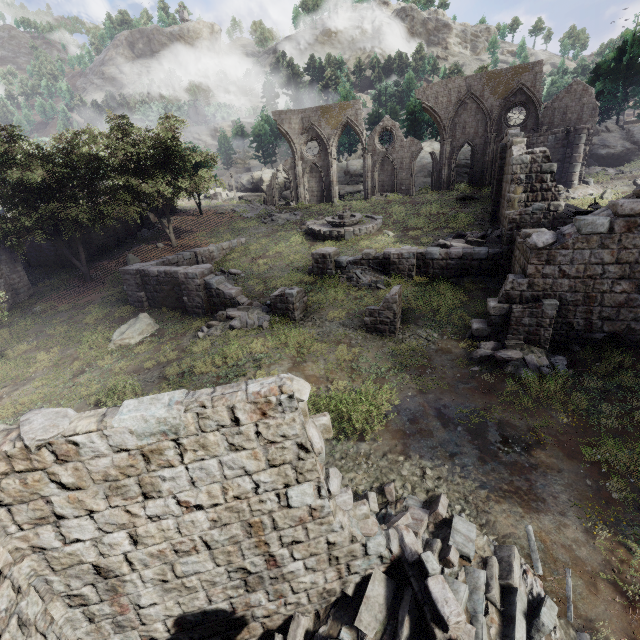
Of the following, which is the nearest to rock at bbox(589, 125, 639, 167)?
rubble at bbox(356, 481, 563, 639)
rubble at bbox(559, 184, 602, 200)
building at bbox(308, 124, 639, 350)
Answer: building at bbox(308, 124, 639, 350)

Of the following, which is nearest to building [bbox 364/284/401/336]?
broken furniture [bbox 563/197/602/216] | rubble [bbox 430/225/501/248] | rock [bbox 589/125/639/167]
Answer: rubble [bbox 430/225/501/248]

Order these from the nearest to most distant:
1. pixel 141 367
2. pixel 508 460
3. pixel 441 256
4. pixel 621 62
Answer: pixel 508 460 < pixel 141 367 < pixel 441 256 < pixel 621 62

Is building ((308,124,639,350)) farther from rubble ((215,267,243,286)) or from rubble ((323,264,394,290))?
rubble ((215,267,243,286))

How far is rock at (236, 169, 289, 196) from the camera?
53.0m

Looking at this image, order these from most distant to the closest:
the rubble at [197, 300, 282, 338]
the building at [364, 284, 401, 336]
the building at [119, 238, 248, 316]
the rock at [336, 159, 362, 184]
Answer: the rock at [336, 159, 362, 184], the building at [119, 238, 248, 316], the rubble at [197, 300, 282, 338], the building at [364, 284, 401, 336]

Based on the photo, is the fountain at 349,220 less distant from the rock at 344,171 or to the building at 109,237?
the rock at 344,171

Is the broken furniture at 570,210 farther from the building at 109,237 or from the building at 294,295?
the building at 109,237
